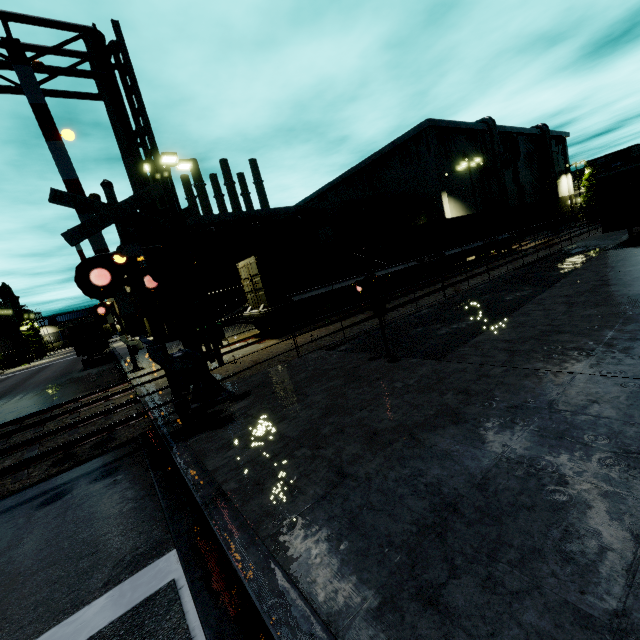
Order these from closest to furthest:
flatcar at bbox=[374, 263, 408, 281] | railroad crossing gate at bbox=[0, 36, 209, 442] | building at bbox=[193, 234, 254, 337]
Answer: railroad crossing gate at bbox=[0, 36, 209, 442] → flatcar at bbox=[374, 263, 408, 281] → building at bbox=[193, 234, 254, 337]

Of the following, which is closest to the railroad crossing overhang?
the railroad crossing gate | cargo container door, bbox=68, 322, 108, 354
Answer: the railroad crossing gate

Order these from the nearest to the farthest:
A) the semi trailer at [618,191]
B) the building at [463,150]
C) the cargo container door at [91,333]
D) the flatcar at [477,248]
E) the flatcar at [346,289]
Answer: the semi trailer at [618,191] → the flatcar at [346,289] → the flatcar at [477,248] → the cargo container door at [91,333] → the building at [463,150]

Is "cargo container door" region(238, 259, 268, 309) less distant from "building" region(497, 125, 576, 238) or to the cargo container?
the cargo container

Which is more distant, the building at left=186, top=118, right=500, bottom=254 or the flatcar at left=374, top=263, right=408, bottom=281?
the building at left=186, top=118, right=500, bottom=254

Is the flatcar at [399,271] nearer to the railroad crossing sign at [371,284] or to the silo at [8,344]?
the railroad crossing sign at [371,284]

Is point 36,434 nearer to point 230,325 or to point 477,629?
point 477,629

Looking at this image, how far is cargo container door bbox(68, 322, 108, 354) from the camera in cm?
2539
